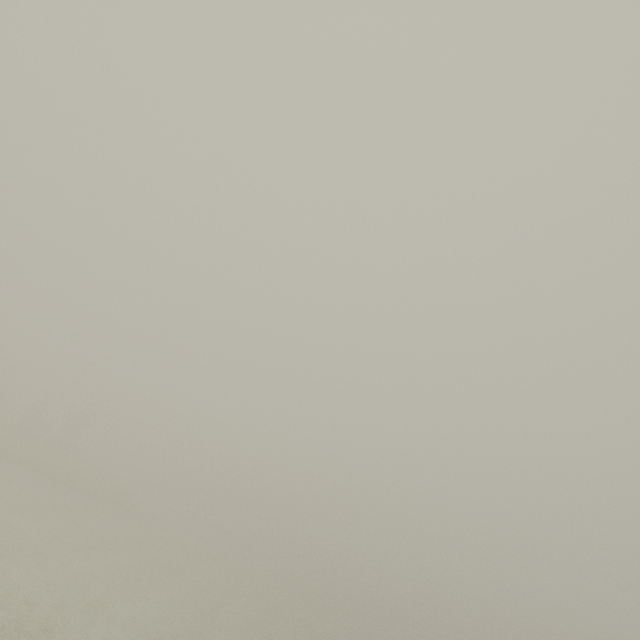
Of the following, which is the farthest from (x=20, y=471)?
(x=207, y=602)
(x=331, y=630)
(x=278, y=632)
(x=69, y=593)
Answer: (x=331, y=630)
